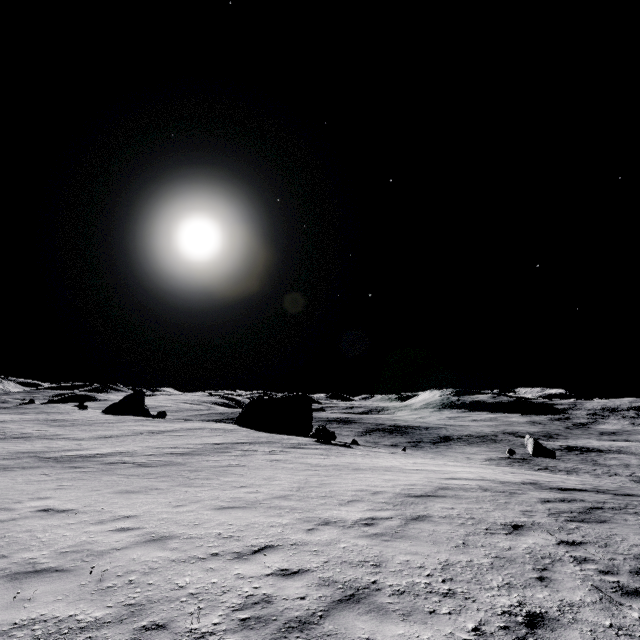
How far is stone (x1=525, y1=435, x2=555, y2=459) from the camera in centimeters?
3269cm

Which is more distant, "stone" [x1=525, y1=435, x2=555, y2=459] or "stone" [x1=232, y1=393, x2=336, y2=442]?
"stone" [x1=525, y1=435, x2=555, y2=459]

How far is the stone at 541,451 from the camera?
32.7m

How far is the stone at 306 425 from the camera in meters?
31.5 m

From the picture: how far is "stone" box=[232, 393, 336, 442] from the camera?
31.51m

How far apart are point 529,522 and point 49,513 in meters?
11.9
